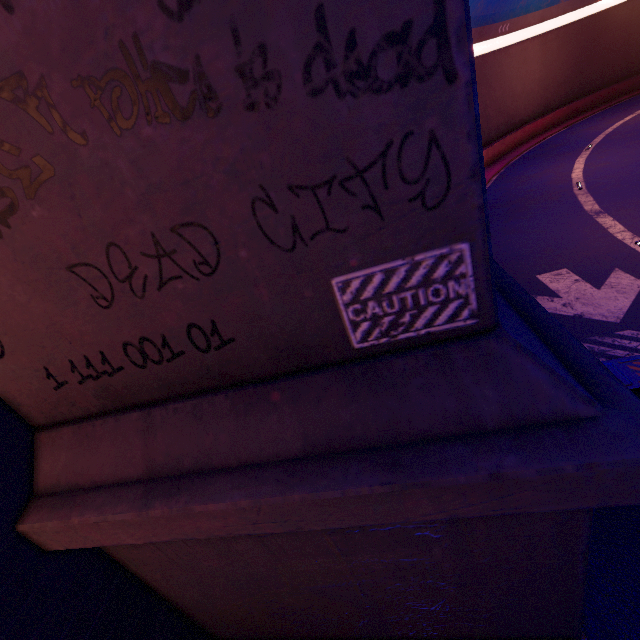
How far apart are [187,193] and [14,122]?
1.0 meters

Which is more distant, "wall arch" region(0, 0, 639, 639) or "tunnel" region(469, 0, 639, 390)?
"tunnel" region(469, 0, 639, 390)

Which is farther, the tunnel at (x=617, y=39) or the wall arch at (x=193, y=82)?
the tunnel at (x=617, y=39)
